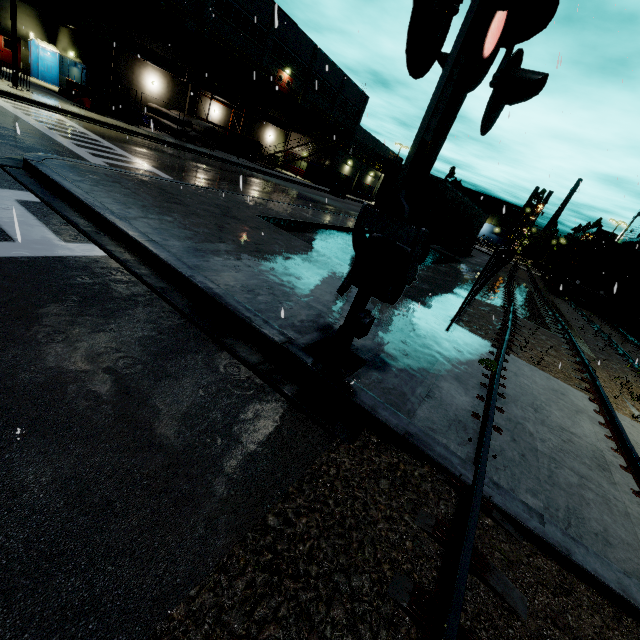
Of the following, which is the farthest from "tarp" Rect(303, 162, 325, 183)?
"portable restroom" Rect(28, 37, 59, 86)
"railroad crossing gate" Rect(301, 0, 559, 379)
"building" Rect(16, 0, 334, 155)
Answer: "railroad crossing gate" Rect(301, 0, 559, 379)

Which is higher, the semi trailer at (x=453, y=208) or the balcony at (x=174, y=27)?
the balcony at (x=174, y=27)

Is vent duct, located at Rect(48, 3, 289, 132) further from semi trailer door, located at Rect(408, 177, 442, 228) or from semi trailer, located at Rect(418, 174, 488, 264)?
semi trailer door, located at Rect(408, 177, 442, 228)

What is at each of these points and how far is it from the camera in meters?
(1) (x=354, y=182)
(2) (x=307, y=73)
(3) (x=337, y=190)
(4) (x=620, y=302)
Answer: (1) building, 49.0 m
(2) building, 41.4 m
(3) forklift, 38.1 m
(4) roll-up door, 29.2 m

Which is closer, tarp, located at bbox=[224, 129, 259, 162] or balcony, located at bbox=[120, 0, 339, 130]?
balcony, located at bbox=[120, 0, 339, 130]

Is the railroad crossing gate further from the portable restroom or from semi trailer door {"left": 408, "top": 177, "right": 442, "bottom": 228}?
the portable restroom

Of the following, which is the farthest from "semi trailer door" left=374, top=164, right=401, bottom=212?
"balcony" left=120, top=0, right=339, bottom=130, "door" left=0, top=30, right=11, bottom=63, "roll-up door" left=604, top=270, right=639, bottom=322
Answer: "roll-up door" left=604, top=270, right=639, bottom=322

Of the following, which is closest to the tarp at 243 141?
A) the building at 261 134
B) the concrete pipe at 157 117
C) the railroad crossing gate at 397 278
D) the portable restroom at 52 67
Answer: the portable restroom at 52 67
